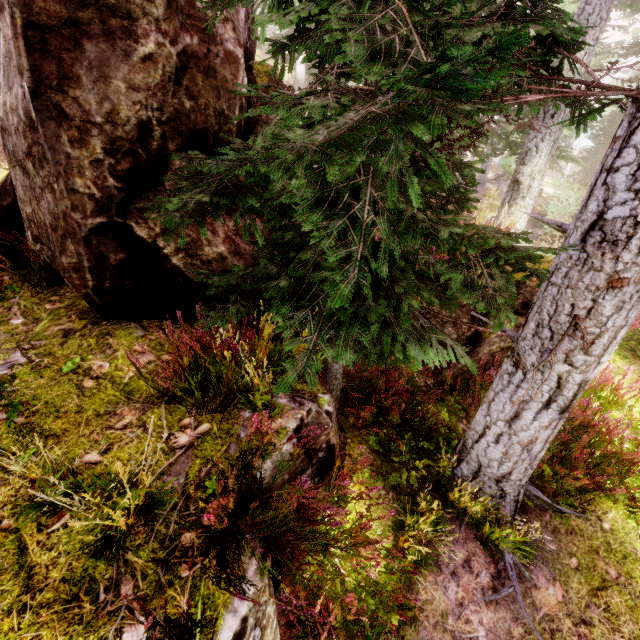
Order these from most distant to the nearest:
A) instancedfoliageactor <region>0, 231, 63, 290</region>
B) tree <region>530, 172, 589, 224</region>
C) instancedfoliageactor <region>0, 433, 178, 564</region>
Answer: tree <region>530, 172, 589, 224</region> → instancedfoliageactor <region>0, 231, 63, 290</region> → instancedfoliageactor <region>0, 433, 178, 564</region>

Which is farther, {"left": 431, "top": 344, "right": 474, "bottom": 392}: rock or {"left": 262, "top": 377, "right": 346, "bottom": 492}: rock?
{"left": 431, "top": 344, "right": 474, "bottom": 392}: rock

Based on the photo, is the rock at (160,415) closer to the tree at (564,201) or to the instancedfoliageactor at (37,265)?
the instancedfoliageactor at (37,265)

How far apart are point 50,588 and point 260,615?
1.4 meters

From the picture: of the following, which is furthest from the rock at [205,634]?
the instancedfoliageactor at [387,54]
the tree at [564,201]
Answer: the tree at [564,201]

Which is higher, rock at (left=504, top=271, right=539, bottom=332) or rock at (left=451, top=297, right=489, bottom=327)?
rock at (left=504, top=271, right=539, bottom=332)

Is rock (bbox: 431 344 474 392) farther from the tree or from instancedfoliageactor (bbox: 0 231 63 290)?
the tree
